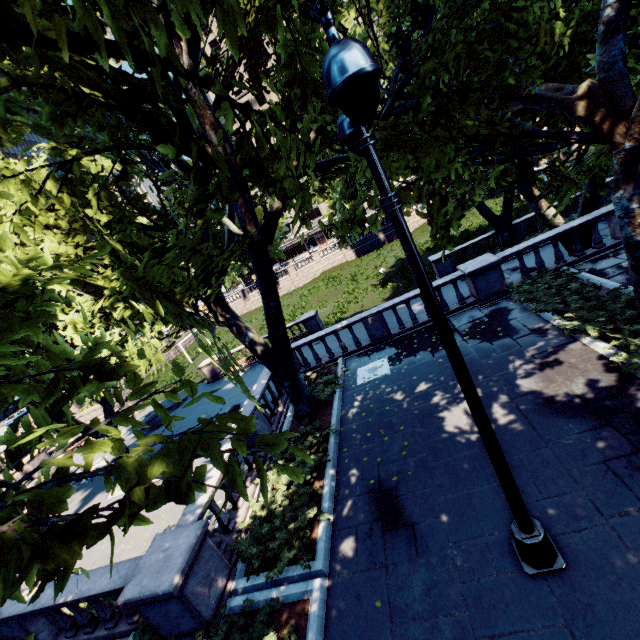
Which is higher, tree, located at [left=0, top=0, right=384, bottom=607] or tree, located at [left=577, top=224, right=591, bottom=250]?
tree, located at [left=0, top=0, right=384, bottom=607]

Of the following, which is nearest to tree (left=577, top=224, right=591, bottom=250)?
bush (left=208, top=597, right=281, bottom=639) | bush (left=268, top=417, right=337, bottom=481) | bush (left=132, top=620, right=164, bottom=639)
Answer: bush (left=208, top=597, right=281, bottom=639)

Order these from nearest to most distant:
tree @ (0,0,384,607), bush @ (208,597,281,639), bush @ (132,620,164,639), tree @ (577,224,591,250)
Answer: tree @ (0,0,384,607)
bush @ (208,597,281,639)
bush @ (132,620,164,639)
tree @ (577,224,591,250)

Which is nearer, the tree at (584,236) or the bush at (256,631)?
the bush at (256,631)

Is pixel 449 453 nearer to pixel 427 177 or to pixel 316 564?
pixel 316 564

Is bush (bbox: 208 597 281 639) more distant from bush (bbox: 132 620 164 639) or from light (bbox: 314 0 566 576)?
light (bbox: 314 0 566 576)

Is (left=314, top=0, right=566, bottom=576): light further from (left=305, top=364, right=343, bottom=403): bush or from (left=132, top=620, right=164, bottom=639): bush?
(left=305, top=364, right=343, bottom=403): bush
